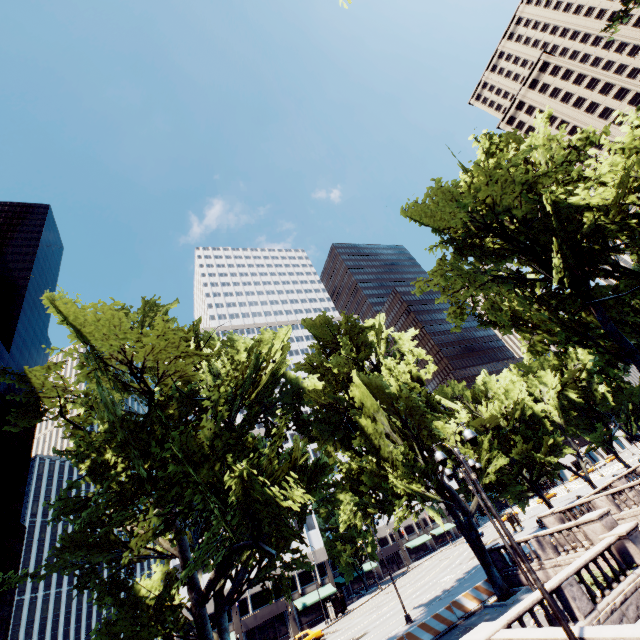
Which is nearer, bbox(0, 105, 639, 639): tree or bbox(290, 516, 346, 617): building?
bbox(0, 105, 639, 639): tree

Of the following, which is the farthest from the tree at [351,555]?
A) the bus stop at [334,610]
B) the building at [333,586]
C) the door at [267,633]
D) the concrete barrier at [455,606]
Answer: the door at [267,633]

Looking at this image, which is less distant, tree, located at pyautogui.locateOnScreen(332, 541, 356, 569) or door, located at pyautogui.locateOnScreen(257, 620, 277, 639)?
door, located at pyautogui.locateOnScreen(257, 620, 277, 639)

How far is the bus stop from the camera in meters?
45.6 m

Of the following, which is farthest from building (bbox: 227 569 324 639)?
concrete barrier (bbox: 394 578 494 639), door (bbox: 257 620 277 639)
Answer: concrete barrier (bbox: 394 578 494 639)

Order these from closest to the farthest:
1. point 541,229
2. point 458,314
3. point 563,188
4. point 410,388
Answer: point 541,229
point 563,188
point 458,314
point 410,388

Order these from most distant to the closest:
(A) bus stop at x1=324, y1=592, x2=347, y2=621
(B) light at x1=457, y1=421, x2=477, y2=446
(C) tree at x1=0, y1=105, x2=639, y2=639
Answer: (A) bus stop at x1=324, y1=592, x2=347, y2=621 → (C) tree at x1=0, y1=105, x2=639, y2=639 → (B) light at x1=457, y1=421, x2=477, y2=446

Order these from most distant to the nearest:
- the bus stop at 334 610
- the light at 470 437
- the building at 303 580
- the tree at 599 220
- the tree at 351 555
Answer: the tree at 351 555 → the building at 303 580 → the bus stop at 334 610 → the tree at 599 220 → the light at 470 437
